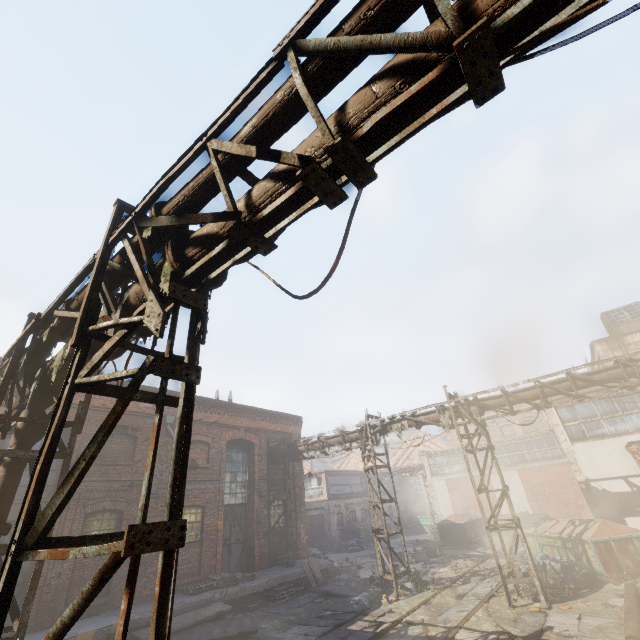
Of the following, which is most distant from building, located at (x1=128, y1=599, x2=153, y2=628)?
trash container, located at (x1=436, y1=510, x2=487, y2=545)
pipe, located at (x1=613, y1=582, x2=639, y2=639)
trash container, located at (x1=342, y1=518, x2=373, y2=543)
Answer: pipe, located at (x1=613, y1=582, x2=639, y2=639)

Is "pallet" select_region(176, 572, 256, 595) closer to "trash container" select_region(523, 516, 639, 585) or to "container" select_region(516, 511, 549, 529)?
"trash container" select_region(523, 516, 639, 585)

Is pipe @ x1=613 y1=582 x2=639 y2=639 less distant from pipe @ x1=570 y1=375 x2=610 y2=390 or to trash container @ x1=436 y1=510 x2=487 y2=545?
pipe @ x1=570 y1=375 x2=610 y2=390

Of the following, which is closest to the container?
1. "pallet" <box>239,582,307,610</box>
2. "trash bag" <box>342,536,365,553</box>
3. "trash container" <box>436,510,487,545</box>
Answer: "trash container" <box>436,510,487,545</box>

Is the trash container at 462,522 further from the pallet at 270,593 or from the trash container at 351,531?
the pallet at 270,593

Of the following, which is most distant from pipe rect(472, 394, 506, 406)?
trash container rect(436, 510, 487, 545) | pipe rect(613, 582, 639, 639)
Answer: trash container rect(436, 510, 487, 545)

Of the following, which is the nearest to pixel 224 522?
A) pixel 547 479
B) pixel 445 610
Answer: pixel 445 610

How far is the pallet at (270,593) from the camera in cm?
1269
